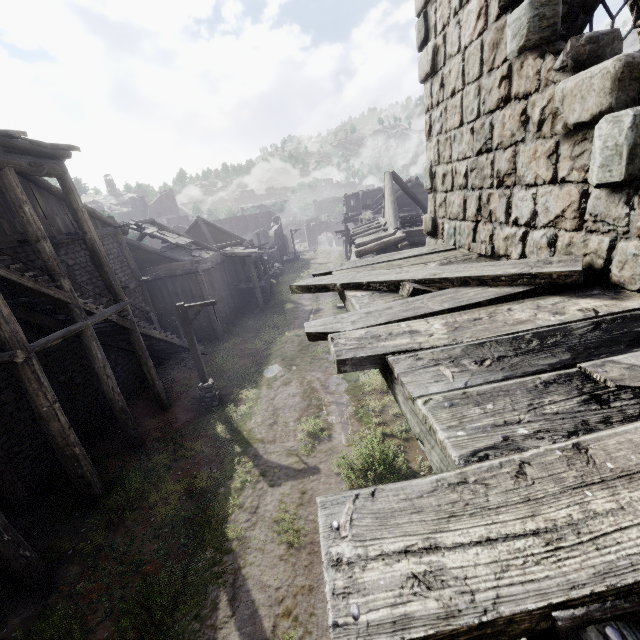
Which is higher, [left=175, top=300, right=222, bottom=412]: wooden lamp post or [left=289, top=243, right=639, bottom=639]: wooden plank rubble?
[left=289, top=243, right=639, bottom=639]: wooden plank rubble

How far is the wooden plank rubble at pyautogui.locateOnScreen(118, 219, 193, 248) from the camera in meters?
20.2 m

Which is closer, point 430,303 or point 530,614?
point 530,614

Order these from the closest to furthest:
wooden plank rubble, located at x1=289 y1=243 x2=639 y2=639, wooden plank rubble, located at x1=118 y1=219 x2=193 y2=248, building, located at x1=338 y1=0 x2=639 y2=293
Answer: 1. wooden plank rubble, located at x1=289 y1=243 x2=639 y2=639
2. building, located at x1=338 y1=0 x2=639 y2=293
3. wooden plank rubble, located at x1=118 y1=219 x2=193 y2=248

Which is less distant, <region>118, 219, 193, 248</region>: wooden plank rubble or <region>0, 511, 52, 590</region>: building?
<region>0, 511, 52, 590</region>: building

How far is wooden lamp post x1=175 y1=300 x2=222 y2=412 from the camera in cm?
1257

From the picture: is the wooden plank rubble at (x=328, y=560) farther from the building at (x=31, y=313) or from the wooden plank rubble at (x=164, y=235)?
the wooden plank rubble at (x=164, y=235)

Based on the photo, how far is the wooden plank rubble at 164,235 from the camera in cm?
2018
